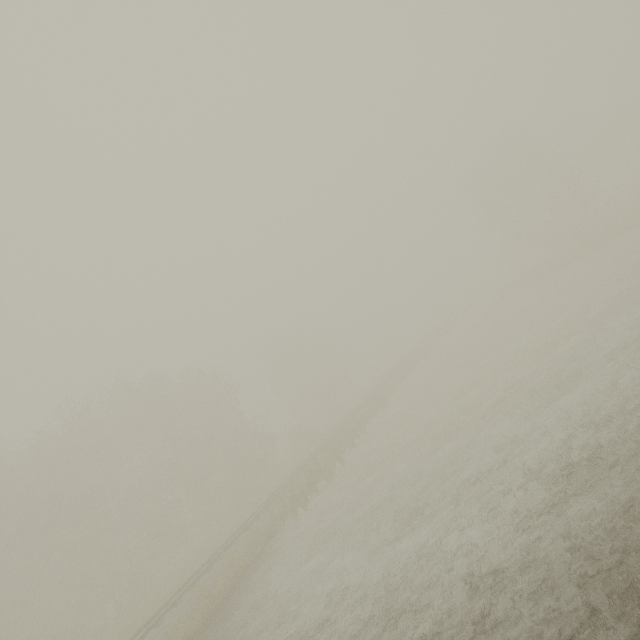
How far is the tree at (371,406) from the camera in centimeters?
2967cm

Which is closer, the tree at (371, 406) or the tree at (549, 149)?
the tree at (371, 406)

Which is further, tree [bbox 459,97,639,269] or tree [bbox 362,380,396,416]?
tree [bbox 459,97,639,269]

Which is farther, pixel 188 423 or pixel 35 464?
pixel 188 423

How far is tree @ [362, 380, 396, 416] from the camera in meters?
29.7

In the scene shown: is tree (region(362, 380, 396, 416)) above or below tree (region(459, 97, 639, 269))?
below
